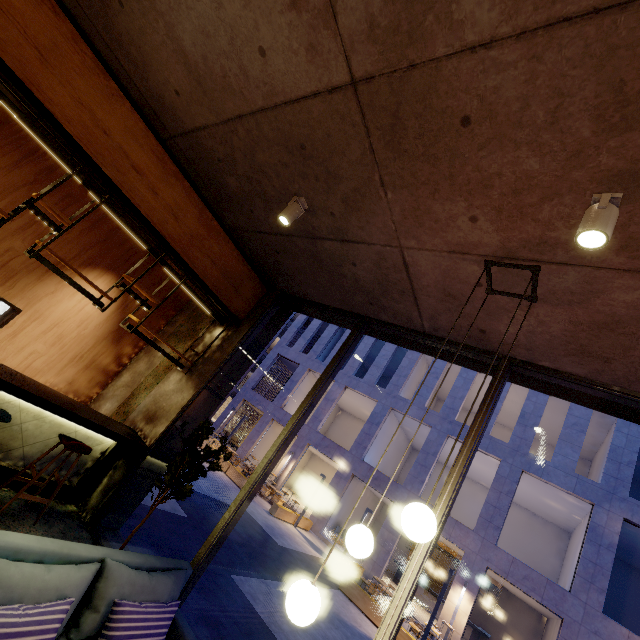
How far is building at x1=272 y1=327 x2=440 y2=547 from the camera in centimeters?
1983cm

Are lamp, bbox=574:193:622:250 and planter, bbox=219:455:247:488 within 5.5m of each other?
no

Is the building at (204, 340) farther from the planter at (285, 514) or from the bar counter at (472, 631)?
the bar counter at (472, 631)

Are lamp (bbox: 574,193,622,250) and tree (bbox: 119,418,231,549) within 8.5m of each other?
yes

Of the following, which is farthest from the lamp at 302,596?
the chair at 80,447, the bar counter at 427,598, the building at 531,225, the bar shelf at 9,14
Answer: the bar counter at 427,598

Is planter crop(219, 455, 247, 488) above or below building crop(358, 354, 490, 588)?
below

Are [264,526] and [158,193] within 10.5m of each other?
no

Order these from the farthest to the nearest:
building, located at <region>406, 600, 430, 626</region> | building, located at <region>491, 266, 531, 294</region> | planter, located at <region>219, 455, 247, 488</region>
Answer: planter, located at <region>219, 455, 247, 488</region>
building, located at <region>406, 600, 430, 626</region>
building, located at <region>491, 266, 531, 294</region>
